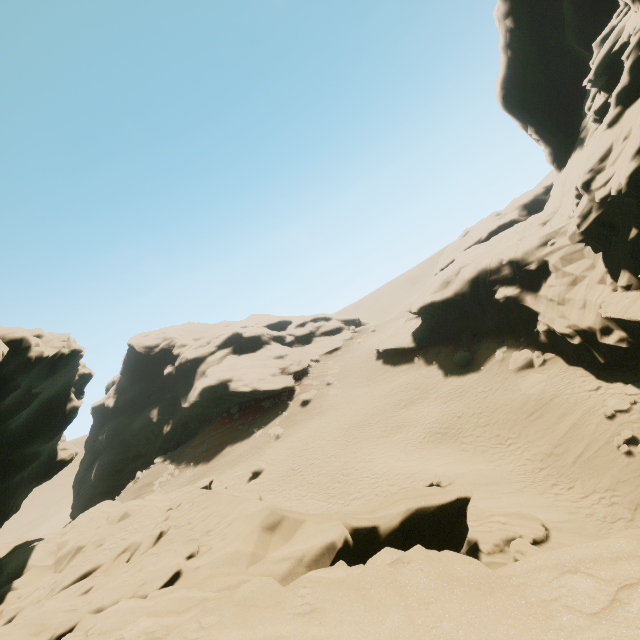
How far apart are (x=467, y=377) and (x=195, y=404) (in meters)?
34.75

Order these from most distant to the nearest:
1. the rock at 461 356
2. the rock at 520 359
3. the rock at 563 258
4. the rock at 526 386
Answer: the rock at 461 356 → the rock at 520 359 → the rock at 526 386 → the rock at 563 258

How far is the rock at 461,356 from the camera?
26.4 meters

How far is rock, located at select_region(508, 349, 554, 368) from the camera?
20.5 meters

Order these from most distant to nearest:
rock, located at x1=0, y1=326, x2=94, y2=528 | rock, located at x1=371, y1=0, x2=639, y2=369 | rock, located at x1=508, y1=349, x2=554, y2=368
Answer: rock, located at x1=508, y1=349, x2=554, y2=368 < rock, located at x1=371, y1=0, x2=639, y2=369 < rock, located at x1=0, y1=326, x2=94, y2=528

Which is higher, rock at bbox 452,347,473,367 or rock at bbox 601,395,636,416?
rock at bbox 452,347,473,367
